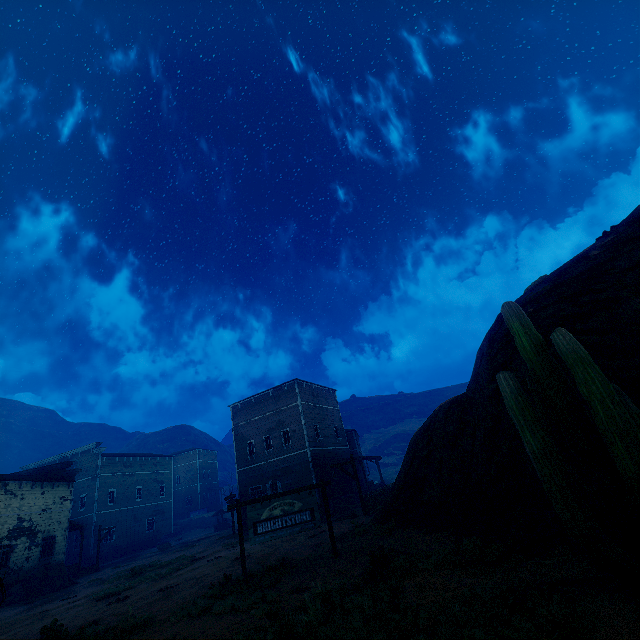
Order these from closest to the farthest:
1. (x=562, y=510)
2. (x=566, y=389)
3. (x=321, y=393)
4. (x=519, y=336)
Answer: (x=562, y=510) < (x=566, y=389) < (x=519, y=336) < (x=321, y=393)

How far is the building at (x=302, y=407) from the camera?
26.7 meters

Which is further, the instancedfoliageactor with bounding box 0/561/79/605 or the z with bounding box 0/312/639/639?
the instancedfoliageactor with bounding box 0/561/79/605

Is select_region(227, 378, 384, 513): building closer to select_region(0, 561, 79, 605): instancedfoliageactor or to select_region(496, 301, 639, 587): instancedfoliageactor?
select_region(0, 561, 79, 605): instancedfoliageactor

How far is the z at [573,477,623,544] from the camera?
5.2m

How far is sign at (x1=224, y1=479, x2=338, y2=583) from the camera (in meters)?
10.30

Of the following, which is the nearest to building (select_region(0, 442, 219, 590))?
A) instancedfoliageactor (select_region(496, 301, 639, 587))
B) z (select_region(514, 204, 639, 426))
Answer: z (select_region(514, 204, 639, 426))

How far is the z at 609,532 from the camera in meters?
5.2
